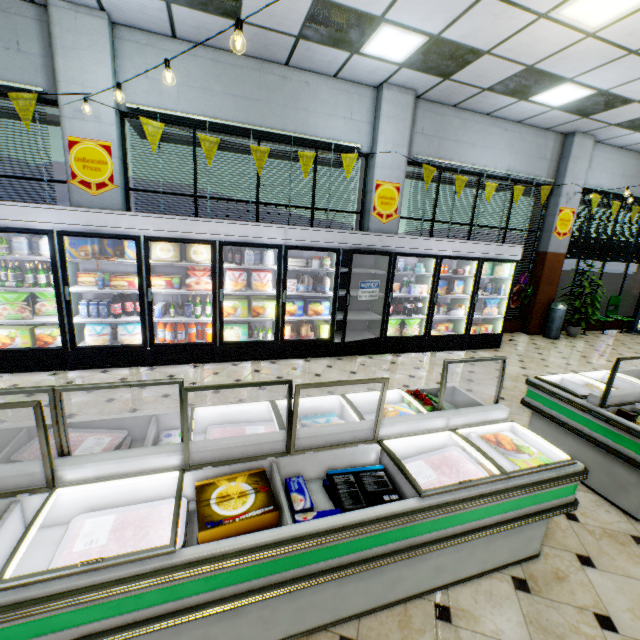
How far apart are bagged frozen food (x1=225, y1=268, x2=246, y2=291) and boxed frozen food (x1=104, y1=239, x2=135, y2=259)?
1.59m

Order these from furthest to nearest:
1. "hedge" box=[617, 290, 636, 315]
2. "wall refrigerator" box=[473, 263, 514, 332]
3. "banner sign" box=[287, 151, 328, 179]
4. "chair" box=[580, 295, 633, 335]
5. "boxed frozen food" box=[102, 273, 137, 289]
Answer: "hedge" box=[617, 290, 636, 315], "chair" box=[580, 295, 633, 335], "wall refrigerator" box=[473, 263, 514, 332], "banner sign" box=[287, 151, 328, 179], "boxed frozen food" box=[102, 273, 137, 289]

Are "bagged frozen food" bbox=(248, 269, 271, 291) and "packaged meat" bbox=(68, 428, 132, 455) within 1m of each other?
no

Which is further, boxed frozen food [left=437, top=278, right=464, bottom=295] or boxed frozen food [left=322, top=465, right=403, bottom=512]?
boxed frozen food [left=437, top=278, right=464, bottom=295]

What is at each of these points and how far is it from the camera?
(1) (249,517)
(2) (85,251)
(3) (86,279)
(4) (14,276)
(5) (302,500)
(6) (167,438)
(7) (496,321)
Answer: (1) boxed food, 1.59m
(2) boxed frozen food, 4.43m
(3) boxed frozen food, 4.82m
(4) wine bottle, 4.42m
(5) ice cream, 1.81m
(6) boxed frozen food, 2.24m
(7) wall refrigerator, 7.37m

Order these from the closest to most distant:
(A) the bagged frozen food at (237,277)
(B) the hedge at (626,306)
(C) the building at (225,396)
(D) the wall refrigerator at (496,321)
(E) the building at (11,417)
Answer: (E) the building at (11,417), (C) the building at (225,396), (A) the bagged frozen food at (237,277), (D) the wall refrigerator at (496,321), (B) the hedge at (626,306)

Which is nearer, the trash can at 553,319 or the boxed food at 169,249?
the boxed food at 169,249

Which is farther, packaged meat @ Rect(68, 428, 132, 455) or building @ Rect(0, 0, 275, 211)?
building @ Rect(0, 0, 275, 211)
